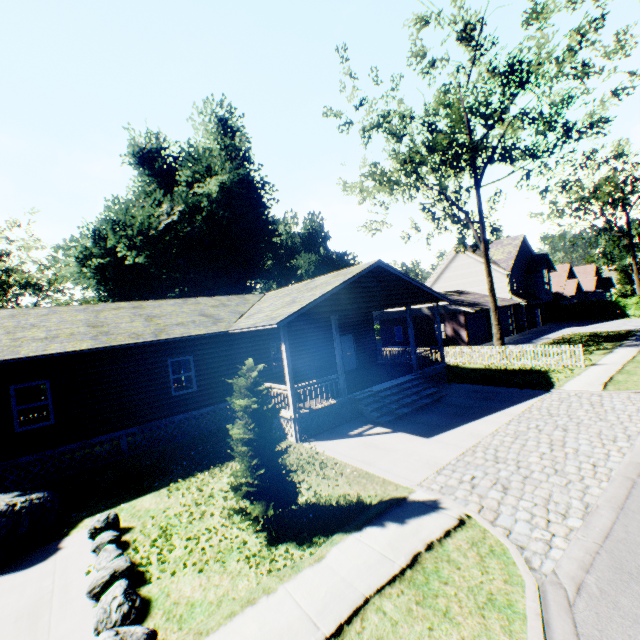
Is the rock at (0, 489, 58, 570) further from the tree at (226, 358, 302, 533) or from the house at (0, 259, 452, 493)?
the tree at (226, 358, 302, 533)

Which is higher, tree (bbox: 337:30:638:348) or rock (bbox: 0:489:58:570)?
tree (bbox: 337:30:638:348)

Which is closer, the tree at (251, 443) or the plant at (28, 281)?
the tree at (251, 443)

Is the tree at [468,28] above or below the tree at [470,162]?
above

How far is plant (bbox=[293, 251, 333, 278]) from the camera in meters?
55.4 m

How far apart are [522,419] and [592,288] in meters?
53.3

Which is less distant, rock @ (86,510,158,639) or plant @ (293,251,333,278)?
rock @ (86,510,158,639)

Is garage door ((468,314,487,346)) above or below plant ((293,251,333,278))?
below
